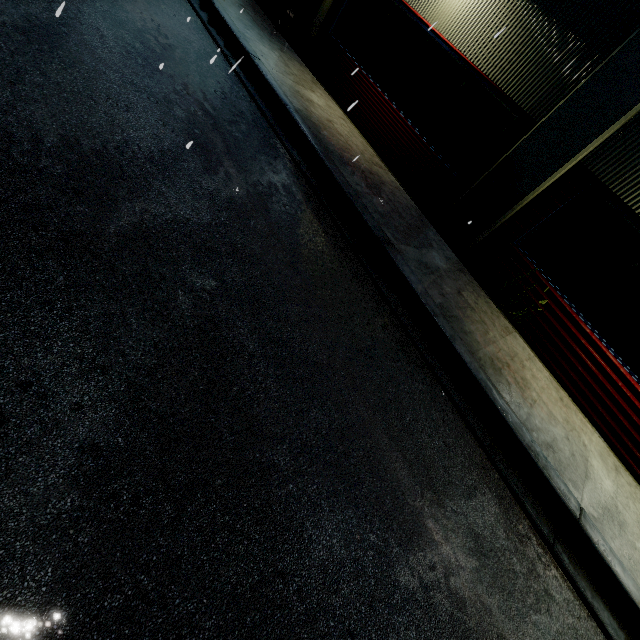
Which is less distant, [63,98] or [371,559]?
[371,559]
